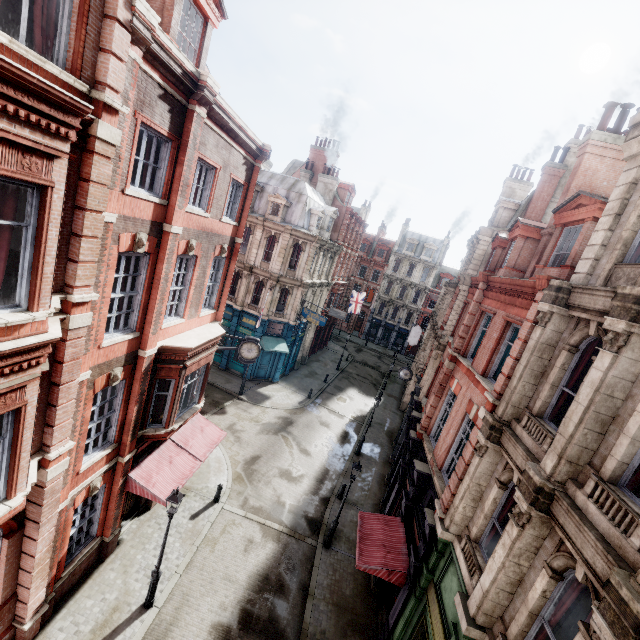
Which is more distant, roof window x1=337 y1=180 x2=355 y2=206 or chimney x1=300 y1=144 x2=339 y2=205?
roof window x1=337 y1=180 x2=355 y2=206

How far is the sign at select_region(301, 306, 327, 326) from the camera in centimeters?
2703cm

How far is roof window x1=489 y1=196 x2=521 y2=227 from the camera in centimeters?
2408cm

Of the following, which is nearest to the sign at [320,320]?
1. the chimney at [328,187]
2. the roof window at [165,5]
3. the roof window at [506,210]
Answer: the chimney at [328,187]

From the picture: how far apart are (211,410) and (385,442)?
14.0 meters

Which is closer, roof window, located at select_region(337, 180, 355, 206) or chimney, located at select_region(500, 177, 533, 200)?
chimney, located at select_region(500, 177, 533, 200)

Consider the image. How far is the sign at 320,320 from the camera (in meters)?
27.03

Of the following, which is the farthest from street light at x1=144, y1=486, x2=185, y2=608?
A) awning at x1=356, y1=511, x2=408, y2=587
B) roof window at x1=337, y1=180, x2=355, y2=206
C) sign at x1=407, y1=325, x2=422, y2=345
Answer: roof window at x1=337, y1=180, x2=355, y2=206
